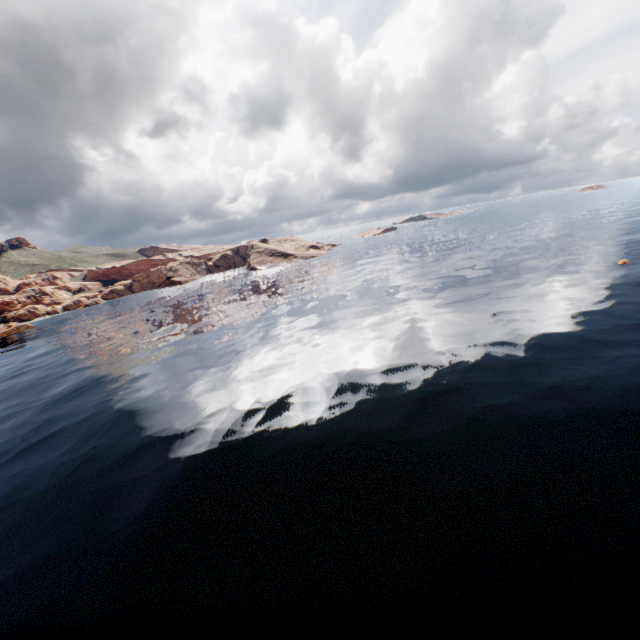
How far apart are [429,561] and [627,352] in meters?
22.1
